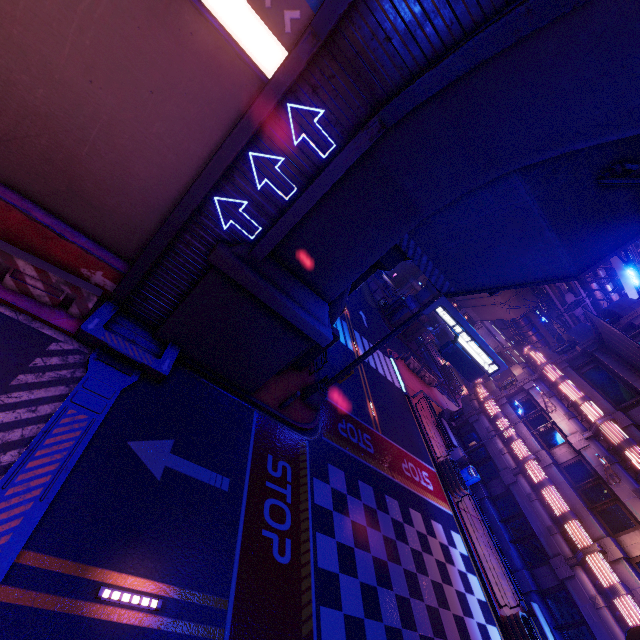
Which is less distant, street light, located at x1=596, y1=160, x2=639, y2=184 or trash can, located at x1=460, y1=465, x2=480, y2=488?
street light, located at x1=596, y1=160, x2=639, y2=184

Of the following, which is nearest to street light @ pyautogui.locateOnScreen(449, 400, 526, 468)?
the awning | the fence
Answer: the awning

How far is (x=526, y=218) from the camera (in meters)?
9.24

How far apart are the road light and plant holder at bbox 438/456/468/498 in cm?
1750

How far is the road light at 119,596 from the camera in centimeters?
568cm

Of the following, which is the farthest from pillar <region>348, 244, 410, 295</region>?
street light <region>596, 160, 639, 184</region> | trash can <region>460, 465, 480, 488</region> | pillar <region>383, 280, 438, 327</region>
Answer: pillar <region>383, 280, 438, 327</region>

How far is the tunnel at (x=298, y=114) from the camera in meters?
7.5

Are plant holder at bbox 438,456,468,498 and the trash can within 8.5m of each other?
yes
